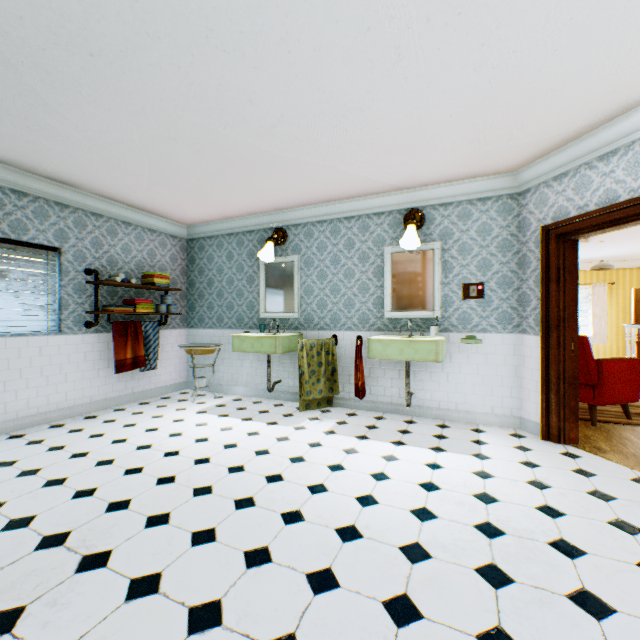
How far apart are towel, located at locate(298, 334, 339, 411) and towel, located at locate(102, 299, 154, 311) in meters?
2.5 m

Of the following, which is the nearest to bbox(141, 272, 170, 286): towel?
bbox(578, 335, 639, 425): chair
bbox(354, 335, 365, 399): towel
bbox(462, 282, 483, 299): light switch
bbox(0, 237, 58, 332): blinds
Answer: bbox(0, 237, 58, 332): blinds

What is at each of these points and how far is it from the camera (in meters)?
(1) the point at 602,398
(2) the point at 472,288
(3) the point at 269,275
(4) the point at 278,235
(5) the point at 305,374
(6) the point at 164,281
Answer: (1) chair, 4.04
(2) light switch, 4.23
(3) mirror, 5.54
(4) wall light, 5.34
(5) towel, 4.69
(6) towel, 5.41

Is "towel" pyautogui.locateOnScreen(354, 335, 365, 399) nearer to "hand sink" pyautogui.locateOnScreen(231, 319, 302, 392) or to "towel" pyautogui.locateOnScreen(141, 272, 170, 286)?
"hand sink" pyautogui.locateOnScreen(231, 319, 302, 392)

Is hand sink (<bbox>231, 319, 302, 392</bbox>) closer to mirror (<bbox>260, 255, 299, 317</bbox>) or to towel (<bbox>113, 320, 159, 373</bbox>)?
mirror (<bbox>260, 255, 299, 317</bbox>)

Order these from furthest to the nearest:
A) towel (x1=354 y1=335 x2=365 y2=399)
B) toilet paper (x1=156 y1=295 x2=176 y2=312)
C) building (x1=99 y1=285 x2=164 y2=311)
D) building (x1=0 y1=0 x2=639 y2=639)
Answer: toilet paper (x1=156 y1=295 x2=176 y2=312)
building (x1=99 y1=285 x2=164 y2=311)
towel (x1=354 y1=335 x2=365 y2=399)
building (x1=0 y1=0 x2=639 y2=639)

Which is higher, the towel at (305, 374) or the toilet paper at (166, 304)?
the toilet paper at (166, 304)

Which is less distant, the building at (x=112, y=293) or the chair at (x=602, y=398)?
the chair at (x=602, y=398)
